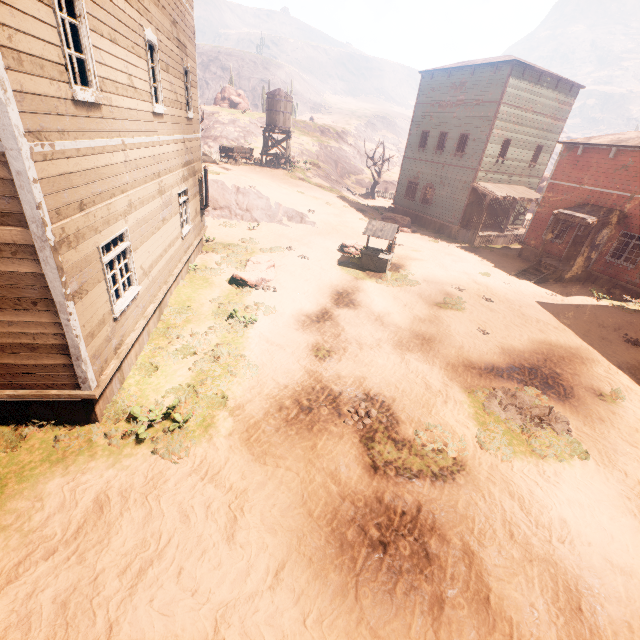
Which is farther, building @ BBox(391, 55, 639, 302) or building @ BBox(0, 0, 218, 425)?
building @ BBox(391, 55, 639, 302)

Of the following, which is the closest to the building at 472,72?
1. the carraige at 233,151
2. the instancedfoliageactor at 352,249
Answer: the carraige at 233,151

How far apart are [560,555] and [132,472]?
7.6 meters

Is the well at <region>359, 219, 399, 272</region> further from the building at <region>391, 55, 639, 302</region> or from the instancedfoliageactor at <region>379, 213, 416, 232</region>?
the instancedfoliageactor at <region>379, 213, 416, 232</region>

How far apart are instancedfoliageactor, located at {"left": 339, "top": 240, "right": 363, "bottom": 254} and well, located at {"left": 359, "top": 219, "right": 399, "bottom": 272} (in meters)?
0.68

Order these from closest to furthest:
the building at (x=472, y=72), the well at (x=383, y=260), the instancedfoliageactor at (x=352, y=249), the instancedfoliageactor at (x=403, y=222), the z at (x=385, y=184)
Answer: the well at (x=383, y=260)
the building at (x=472, y=72)
the instancedfoliageactor at (x=352, y=249)
the instancedfoliageactor at (x=403, y=222)
the z at (x=385, y=184)

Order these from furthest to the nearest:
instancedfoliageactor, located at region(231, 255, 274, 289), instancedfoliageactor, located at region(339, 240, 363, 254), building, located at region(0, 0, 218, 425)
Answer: instancedfoliageactor, located at region(339, 240, 363, 254) → instancedfoliageactor, located at region(231, 255, 274, 289) → building, located at region(0, 0, 218, 425)

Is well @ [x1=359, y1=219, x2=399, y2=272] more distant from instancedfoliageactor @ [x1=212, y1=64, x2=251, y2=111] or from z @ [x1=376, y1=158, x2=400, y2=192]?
instancedfoliageactor @ [x1=212, y1=64, x2=251, y2=111]
